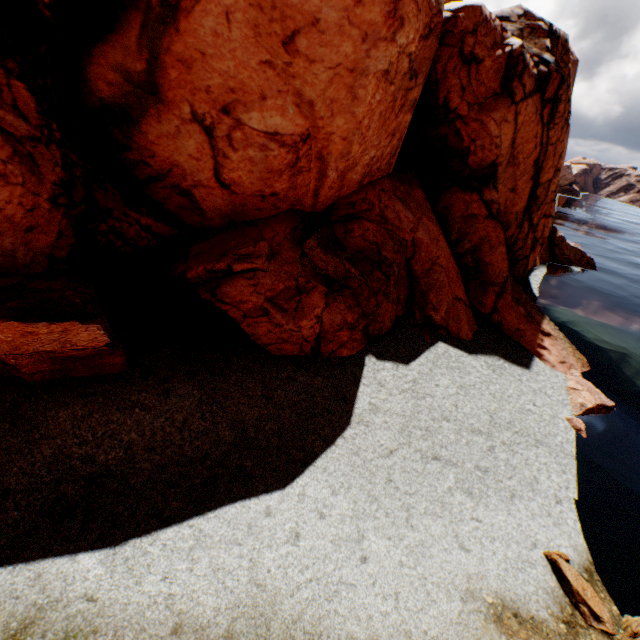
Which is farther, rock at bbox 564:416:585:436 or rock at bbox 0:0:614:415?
rock at bbox 564:416:585:436

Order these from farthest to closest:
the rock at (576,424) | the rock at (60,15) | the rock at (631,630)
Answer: the rock at (576,424), the rock at (60,15), the rock at (631,630)

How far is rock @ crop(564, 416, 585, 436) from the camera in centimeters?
1273cm

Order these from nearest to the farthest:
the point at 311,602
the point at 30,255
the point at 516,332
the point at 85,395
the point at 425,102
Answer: the point at 311,602, the point at 85,395, the point at 30,255, the point at 425,102, the point at 516,332

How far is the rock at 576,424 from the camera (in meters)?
12.73
